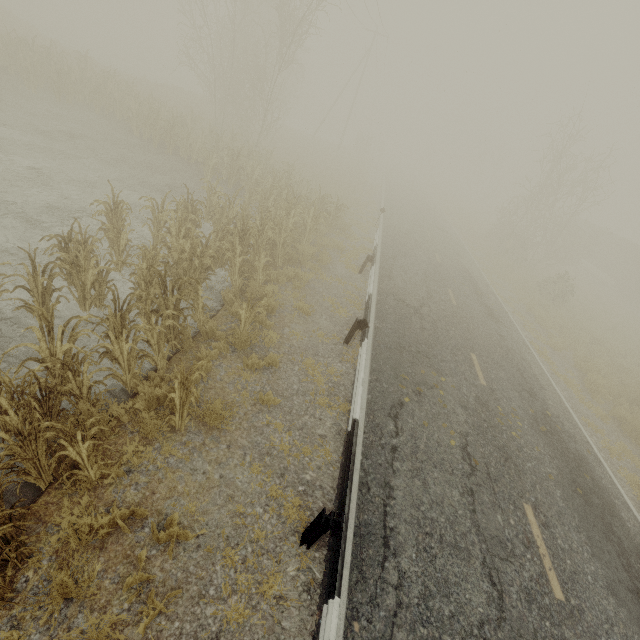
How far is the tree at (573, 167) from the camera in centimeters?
2280cm

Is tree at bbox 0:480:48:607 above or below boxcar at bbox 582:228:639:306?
below

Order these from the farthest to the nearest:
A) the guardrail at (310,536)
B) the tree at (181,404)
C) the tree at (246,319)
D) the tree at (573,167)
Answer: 1. the tree at (573,167)
2. the tree at (246,319)
3. the tree at (181,404)
4. the guardrail at (310,536)

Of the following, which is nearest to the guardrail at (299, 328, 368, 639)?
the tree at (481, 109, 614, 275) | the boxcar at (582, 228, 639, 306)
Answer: the tree at (481, 109, 614, 275)

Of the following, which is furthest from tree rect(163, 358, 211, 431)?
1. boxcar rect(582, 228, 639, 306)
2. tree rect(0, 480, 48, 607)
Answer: boxcar rect(582, 228, 639, 306)

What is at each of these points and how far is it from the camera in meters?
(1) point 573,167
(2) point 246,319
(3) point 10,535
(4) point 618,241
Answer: (1) tree, 22.7 m
(2) tree, 6.9 m
(3) tree, 3.3 m
(4) boxcar, 36.5 m

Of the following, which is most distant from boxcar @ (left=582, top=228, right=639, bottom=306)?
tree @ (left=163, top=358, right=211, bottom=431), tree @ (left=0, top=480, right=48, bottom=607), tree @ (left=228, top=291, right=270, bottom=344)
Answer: tree @ (left=0, top=480, right=48, bottom=607)

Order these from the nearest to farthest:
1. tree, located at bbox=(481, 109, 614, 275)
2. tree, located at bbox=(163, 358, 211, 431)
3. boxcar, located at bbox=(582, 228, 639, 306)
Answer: tree, located at bbox=(163, 358, 211, 431)
tree, located at bbox=(481, 109, 614, 275)
boxcar, located at bbox=(582, 228, 639, 306)
